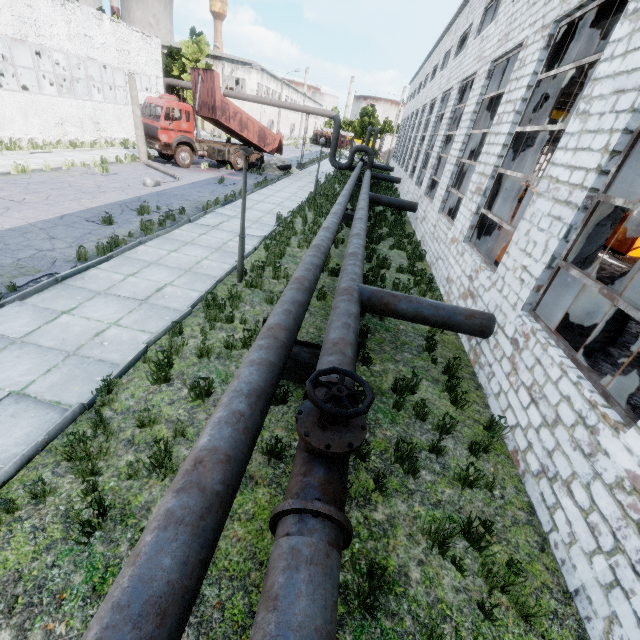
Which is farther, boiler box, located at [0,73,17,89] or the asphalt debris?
boiler box, located at [0,73,17,89]

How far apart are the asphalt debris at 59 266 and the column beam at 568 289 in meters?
10.2 m

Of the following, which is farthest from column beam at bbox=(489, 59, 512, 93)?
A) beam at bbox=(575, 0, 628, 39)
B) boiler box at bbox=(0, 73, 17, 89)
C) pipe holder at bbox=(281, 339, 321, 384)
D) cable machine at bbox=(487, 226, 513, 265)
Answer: boiler box at bbox=(0, 73, 17, 89)

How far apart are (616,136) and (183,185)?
18.1m

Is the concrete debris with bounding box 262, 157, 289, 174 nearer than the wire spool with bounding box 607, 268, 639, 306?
No

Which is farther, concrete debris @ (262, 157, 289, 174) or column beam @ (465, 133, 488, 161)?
concrete debris @ (262, 157, 289, 174)

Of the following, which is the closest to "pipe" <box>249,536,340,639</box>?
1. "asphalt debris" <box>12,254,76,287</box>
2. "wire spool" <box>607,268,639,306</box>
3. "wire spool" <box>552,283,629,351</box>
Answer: "wire spool" <box>552,283,629,351</box>

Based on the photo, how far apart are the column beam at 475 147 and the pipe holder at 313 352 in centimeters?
1083cm
